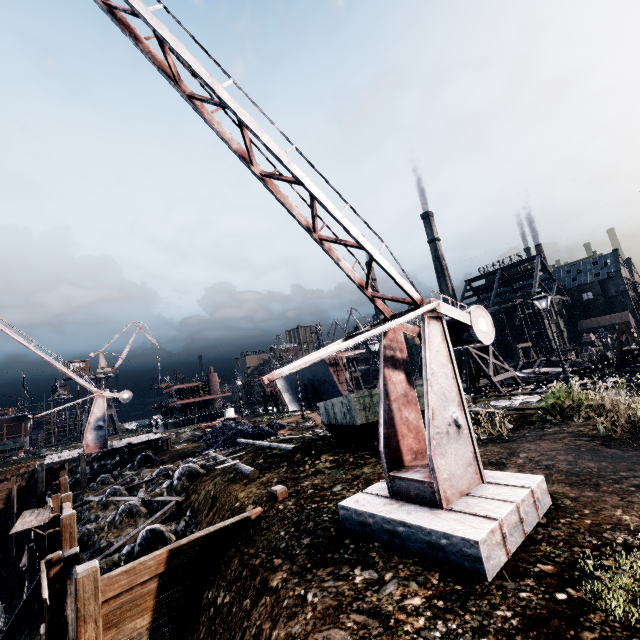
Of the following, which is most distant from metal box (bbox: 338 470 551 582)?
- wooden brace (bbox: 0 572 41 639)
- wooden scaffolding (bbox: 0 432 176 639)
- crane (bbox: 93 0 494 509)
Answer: wooden brace (bbox: 0 572 41 639)

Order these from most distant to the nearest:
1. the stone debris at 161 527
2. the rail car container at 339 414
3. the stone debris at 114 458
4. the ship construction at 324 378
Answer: the ship construction at 324 378
the stone debris at 114 458
the rail car container at 339 414
the stone debris at 161 527

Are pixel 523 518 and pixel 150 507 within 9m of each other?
no

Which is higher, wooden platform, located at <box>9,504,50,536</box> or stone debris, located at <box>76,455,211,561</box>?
stone debris, located at <box>76,455,211,561</box>

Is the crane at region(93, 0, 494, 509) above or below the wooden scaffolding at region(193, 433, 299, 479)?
above

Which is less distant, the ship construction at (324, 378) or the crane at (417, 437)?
the crane at (417, 437)

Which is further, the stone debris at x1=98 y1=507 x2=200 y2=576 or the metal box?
the stone debris at x1=98 y1=507 x2=200 y2=576

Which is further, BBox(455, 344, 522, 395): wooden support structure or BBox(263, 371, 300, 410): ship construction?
BBox(263, 371, 300, 410): ship construction
